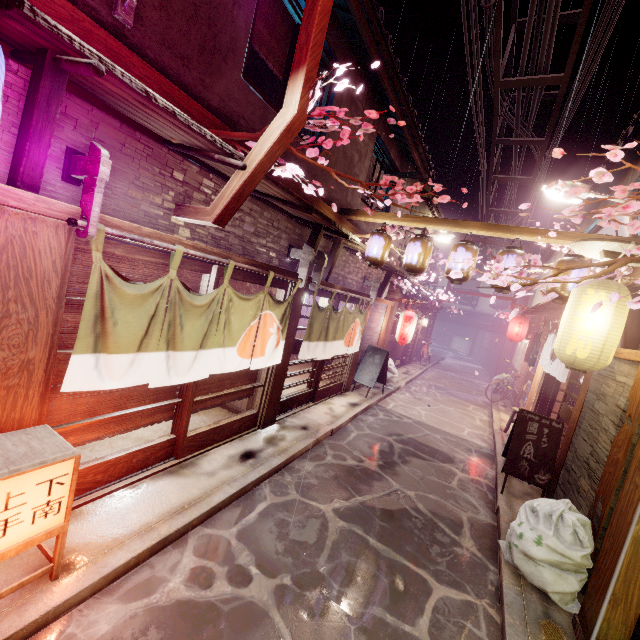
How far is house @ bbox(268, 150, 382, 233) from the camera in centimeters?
929cm

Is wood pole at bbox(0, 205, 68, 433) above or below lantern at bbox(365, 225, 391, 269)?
below

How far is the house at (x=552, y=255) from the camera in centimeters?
2538cm

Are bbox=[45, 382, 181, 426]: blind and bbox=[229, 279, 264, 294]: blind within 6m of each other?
yes

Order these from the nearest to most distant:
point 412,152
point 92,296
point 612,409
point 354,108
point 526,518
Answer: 1. point 92,296
2. point 526,518
3. point 612,409
4. point 354,108
5. point 412,152

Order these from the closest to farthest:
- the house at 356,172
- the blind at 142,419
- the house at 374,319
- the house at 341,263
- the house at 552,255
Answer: the blind at 142,419 < the house at 356,172 < the house at 341,263 < the house at 374,319 < the house at 552,255

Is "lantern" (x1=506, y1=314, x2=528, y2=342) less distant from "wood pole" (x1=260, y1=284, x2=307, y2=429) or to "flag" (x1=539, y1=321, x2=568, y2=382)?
"flag" (x1=539, y1=321, x2=568, y2=382)

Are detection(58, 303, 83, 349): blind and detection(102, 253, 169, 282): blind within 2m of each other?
yes
